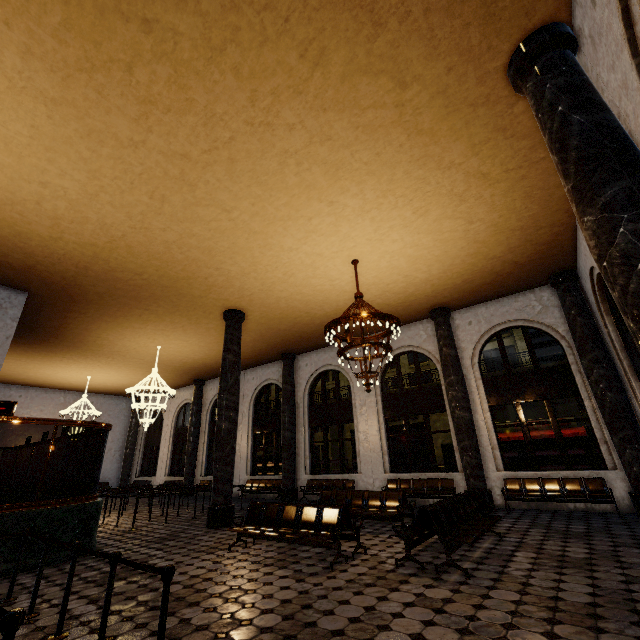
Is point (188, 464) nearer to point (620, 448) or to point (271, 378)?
point (271, 378)
